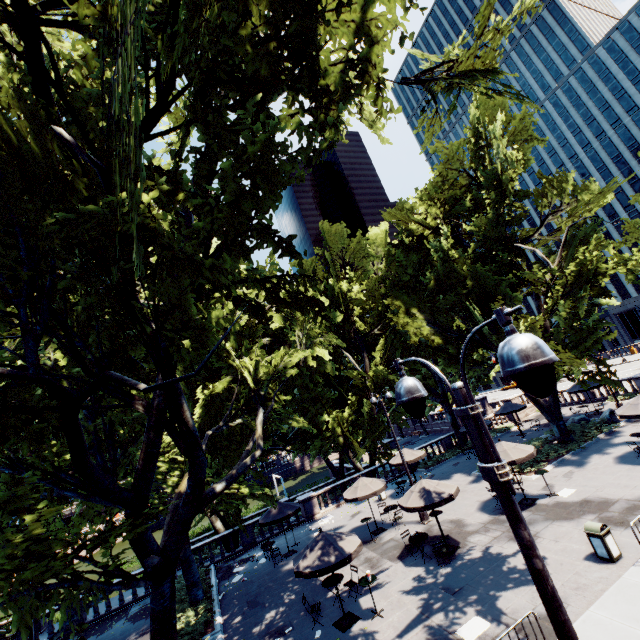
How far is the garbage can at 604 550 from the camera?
10.3m

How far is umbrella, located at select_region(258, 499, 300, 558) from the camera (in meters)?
19.14

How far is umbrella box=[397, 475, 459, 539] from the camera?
13.6m

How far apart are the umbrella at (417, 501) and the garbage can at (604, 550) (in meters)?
4.30

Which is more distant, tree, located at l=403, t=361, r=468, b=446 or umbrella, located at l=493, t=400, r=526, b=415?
tree, located at l=403, t=361, r=468, b=446

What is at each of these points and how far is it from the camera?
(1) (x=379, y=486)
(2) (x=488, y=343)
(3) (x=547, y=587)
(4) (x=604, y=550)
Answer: (1) umbrella, 18.56m
(2) tree, 30.16m
(3) light, 3.12m
(4) garbage can, 10.39m

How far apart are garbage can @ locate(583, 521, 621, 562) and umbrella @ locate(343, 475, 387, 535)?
9.5m

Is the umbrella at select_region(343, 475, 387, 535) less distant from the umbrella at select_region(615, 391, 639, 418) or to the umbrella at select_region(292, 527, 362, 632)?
the umbrella at select_region(292, 527, 362, 632)
